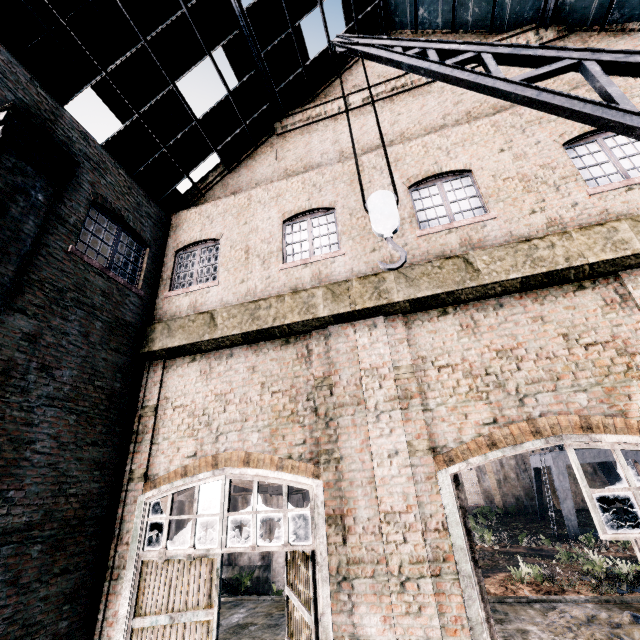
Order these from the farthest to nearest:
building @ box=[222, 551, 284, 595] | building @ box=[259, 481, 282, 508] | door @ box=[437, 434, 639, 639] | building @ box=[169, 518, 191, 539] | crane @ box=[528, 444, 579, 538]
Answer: crane @ box=[528, 444, 579, 538]
building @ box=[169, 518, 191, 539]
building @ box=[259, 481, 282, 508]
building @ box=[222, 551, 284, 595]
door @ box=[437, 434, 639, 639]

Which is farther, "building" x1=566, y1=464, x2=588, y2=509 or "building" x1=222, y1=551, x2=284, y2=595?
"building" x1=566, y1=464, x2=588, y2=509

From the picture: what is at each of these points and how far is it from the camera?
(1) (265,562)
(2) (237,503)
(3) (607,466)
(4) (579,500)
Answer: (1) building, 21.28m
(2) building, 23.41m
(3) crane, 37.53m
(4) building, 41.28m

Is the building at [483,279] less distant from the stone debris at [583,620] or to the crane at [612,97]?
the crane at [612,97]

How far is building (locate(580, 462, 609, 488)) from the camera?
41.3 meters

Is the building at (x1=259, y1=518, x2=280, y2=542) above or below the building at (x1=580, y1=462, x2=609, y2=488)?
below

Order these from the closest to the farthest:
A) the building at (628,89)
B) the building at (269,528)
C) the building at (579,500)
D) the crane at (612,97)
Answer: the crane at (612,97)
the building at (628,89)
the building at (269,528)
the building at (579,500)
